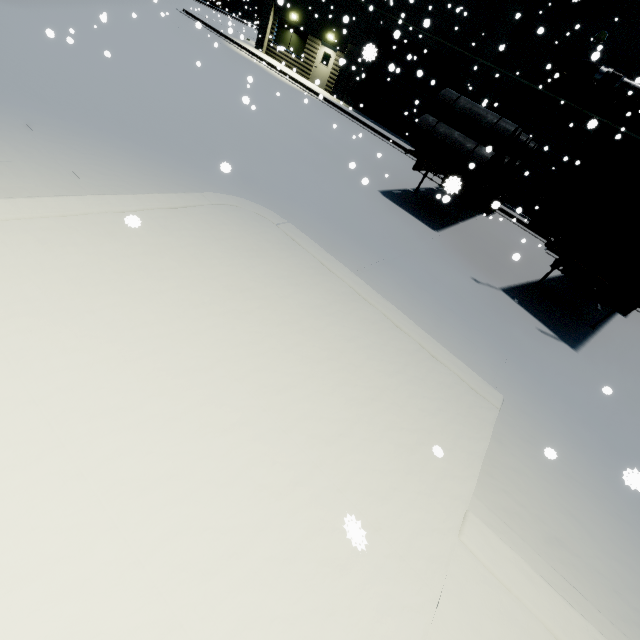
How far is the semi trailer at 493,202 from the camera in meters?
3.1

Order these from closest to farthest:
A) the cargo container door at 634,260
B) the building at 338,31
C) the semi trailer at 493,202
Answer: the semi trailer at 493,202 → the cargo container door at 634,260 → the building at 338,31

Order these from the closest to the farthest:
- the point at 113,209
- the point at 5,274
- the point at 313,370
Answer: the point at 5,274 < the point at 313,370 < the point at 113,209

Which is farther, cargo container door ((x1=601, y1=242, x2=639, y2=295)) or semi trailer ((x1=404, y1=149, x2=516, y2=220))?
cargo container door ((x1=601, y1=242, x2=639, y2=295))

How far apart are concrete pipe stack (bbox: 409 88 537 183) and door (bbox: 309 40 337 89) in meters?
14.7

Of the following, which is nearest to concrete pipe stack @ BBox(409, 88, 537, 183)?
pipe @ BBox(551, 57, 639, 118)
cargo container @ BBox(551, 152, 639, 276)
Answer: cargo container @ BBox(551, 152, 639, 276)

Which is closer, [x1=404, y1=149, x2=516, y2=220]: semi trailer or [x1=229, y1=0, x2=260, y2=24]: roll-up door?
[x1=404, y1=149, x2=516, y2=220]: semi trailer

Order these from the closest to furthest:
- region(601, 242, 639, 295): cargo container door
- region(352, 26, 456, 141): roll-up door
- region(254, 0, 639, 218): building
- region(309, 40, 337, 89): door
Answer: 1. region(601, 242, 639, 295): cargo container door
2. region(254, 0, 639, 218): building
3. region(352, 26, 456, 141): roll-up door
4. region(309, 40, 337, 89): door
